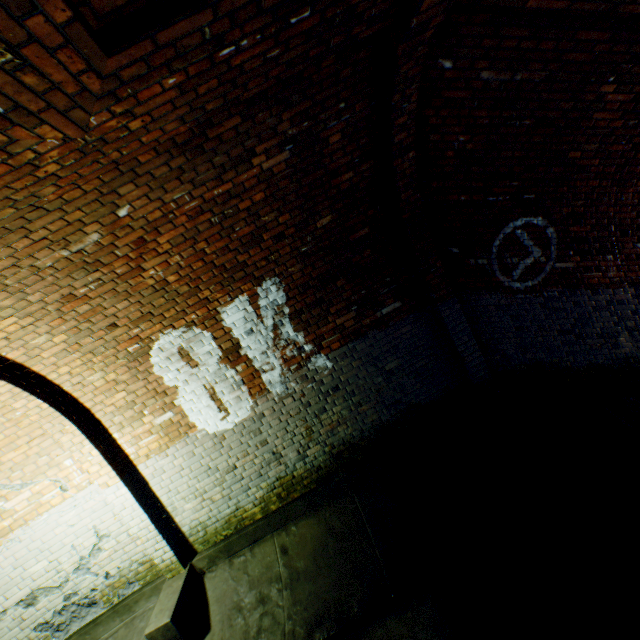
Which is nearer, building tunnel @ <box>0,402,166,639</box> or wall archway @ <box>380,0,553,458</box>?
wall archway @ <box>380,0,553,458</box>

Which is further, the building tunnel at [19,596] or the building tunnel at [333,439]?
the building tunnel at [19,596]

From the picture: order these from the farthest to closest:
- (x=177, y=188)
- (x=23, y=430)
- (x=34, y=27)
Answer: (x=23, y=430)
(x=177, y=188)
(x=34, y=27)

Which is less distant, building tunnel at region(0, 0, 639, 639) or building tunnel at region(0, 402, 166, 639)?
building tunnel at region(0, 0, 639, 639)

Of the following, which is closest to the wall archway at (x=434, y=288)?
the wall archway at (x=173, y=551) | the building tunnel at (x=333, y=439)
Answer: the building tunnel at (x=333, y=439)

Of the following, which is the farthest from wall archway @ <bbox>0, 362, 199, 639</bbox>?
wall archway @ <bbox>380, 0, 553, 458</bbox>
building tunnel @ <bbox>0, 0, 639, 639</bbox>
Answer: wall archway @ <bbox>380, 0, 553, 458</bbox>

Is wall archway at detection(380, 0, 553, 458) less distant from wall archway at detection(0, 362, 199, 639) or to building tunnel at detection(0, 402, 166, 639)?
building tunnel at detection(0, 402, 166, 639)
